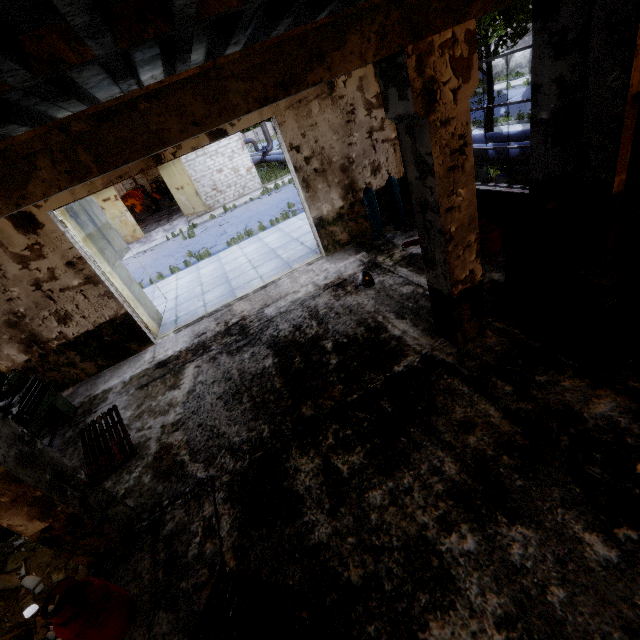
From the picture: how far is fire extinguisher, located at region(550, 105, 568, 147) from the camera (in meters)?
5.06

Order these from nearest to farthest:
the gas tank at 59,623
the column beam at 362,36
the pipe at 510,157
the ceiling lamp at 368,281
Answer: the column beam at 362,36 → the gas tank at 59,623 → the ceiling lamp at 368,281 → the pipe at 510,157

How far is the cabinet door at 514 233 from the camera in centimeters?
455cm

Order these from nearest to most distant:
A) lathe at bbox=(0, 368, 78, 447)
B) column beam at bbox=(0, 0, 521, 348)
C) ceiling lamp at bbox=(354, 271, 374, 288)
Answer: column beam at bbox=(0, 0, 521, 348) < lathe at bbox=(0, 368, 78, 447) < ceiling lamp at bbox=(354, 271, 374, 288)

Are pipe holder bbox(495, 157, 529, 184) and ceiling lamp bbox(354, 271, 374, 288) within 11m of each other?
yes

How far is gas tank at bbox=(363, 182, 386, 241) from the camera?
8.8 meters

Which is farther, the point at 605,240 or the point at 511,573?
the point at 605,240

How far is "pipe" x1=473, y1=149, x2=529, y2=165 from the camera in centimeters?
828cm
